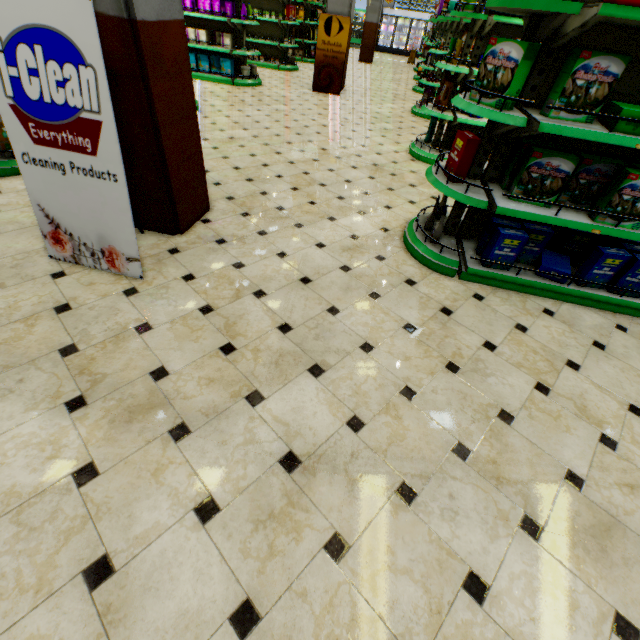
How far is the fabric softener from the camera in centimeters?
509cm

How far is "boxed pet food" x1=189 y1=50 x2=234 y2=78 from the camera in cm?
851

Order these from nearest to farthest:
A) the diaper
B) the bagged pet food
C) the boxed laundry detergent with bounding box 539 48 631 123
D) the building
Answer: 1. the building
2. the boxed laundry detergent with bounding box 539 48 631 123
3. the diaper
4. the bagged pet food

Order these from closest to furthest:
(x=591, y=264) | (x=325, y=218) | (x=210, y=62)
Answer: (x=591, y=264) < (x=325, y=218) < (x=210, y=62)

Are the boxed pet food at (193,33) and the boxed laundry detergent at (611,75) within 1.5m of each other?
no

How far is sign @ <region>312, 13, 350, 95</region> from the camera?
8.50m

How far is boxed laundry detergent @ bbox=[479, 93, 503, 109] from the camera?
2.4 meters

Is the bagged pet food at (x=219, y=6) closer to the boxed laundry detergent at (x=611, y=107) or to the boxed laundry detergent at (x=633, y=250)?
the boxed laundry detergent at (x=611, y=107)
